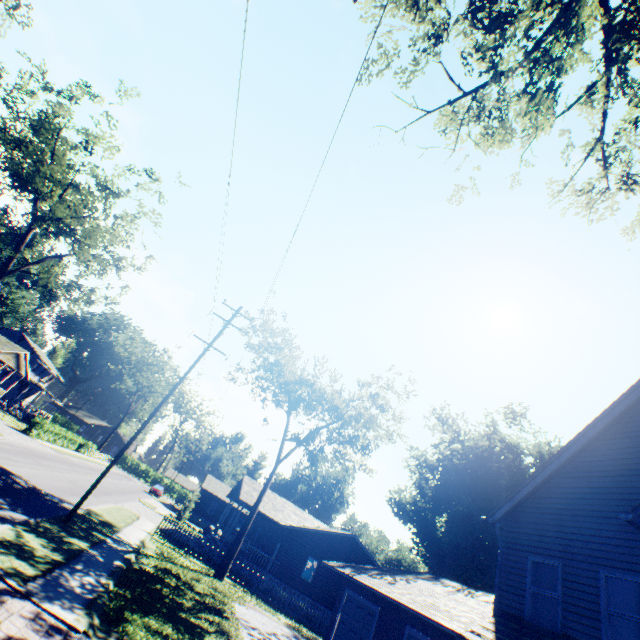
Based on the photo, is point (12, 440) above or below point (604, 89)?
below

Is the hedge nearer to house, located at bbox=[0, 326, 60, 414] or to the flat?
the flat

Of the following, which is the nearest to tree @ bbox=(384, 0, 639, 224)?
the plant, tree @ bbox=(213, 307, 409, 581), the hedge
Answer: the plant

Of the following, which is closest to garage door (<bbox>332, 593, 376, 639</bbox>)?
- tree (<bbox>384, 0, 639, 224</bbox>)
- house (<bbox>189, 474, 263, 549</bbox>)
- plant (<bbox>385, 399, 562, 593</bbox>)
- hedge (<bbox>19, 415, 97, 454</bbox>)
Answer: house (<bbox>189, 474, 263, 549</bbox>)

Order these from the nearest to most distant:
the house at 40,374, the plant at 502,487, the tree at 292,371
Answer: the tree at 292,371, the plant at 502,487, the house at 40,374

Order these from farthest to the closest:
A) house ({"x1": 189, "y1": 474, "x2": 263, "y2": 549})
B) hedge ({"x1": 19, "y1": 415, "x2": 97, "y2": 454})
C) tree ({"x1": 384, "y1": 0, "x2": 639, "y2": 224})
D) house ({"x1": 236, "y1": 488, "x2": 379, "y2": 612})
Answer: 1. hedge ({"x1": 19, "y1": 415, "x2": 97, "y2": 454})
2. house ({"x1": 189, "y1": 474, "x2": 263, "y2": 549})
3. house ({"x1": 236, "y1": 488, "x2": 379, "y2": 612})
4. tree ({"x1": 384, "y1": 0, "x2": 639, "y2": 224})

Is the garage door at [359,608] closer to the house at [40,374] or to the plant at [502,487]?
the plant at [502,487]

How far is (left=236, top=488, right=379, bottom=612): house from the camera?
26.3 meters
